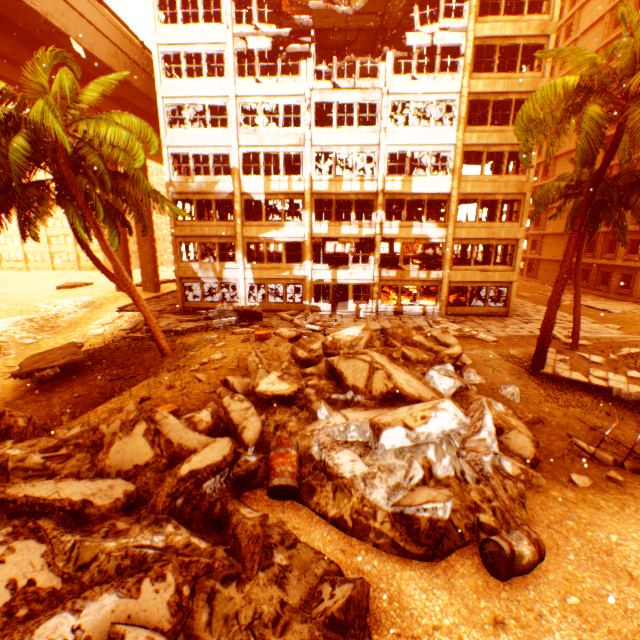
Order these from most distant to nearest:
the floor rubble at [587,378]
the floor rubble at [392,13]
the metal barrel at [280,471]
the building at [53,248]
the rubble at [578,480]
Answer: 1. the building at [53,248]
2. the floor rubble at [392,13]
3. the floor rubble at [587,378]
4. the rubble at [578,480]
5. the metal barrel at [280,471]

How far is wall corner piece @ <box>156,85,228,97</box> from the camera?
21.2m

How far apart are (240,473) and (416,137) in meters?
22.9 m

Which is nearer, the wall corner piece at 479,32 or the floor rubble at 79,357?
the floor rubble at 79,357

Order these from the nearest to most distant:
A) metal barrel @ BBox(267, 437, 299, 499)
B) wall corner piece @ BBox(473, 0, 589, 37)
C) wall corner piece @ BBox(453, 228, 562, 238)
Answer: metal barrel @ BBox(267, 437, 299, 499)
wall corner piece @ BBox(473, 0, 589, 37)
wall corner piece @ BBox(453, 228, 562, 238)

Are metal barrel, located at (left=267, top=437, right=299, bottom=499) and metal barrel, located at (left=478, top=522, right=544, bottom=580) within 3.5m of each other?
yes

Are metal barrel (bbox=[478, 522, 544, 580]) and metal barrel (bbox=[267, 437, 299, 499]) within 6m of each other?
yes

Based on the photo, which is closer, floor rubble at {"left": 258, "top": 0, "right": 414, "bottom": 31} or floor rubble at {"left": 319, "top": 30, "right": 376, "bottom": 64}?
floor rubble at {"left": 258, "top": 0, "right": 414, "bottom": 31}
